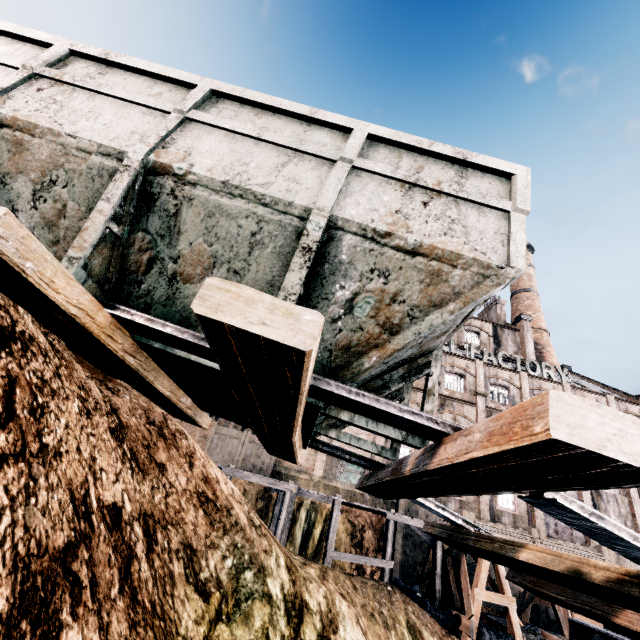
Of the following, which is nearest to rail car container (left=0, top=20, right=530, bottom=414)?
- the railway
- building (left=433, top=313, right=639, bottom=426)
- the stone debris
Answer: the railway

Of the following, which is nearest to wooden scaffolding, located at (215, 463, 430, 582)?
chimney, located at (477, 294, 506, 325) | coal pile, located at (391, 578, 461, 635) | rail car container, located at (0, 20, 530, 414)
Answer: coal pile, located at (391, 578, 461, 635)

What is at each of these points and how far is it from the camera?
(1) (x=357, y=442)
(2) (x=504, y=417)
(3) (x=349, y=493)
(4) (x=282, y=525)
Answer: (1) rail car container, 5.0 meters
(2) railway, 1.9 meters
(3) building, 24.6 meters
(4) wooden scaffolding, 14.3 meters

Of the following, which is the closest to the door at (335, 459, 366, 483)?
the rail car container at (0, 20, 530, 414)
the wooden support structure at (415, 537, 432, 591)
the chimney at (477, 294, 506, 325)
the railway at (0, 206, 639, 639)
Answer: the chimney at (477, 294, 506, 325)

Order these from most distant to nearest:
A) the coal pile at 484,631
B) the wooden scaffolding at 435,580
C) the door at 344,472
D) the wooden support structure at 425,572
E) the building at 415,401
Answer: the door at 344,472
the building at 415,401
the wooden support structure at 425,572
the wooden scaffolding at 435,580
the coal pile at 484,631

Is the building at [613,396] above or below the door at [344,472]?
above

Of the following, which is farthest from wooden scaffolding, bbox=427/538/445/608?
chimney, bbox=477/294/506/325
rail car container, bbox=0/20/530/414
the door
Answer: chimney, bbox=477/294/506/325

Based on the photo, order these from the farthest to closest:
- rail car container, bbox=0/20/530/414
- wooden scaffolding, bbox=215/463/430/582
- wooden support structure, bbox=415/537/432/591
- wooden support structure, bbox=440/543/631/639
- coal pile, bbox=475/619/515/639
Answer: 1. wooden support structure, bbox=415/537/432/591
2. wooden scaffolding, bbox=215/463/430/582
3. coal pile, bbox=475/619/515/639
4. wooden support structure, bbox=440/543/631/639
5. rail car container, bbox=0/20/530/414
